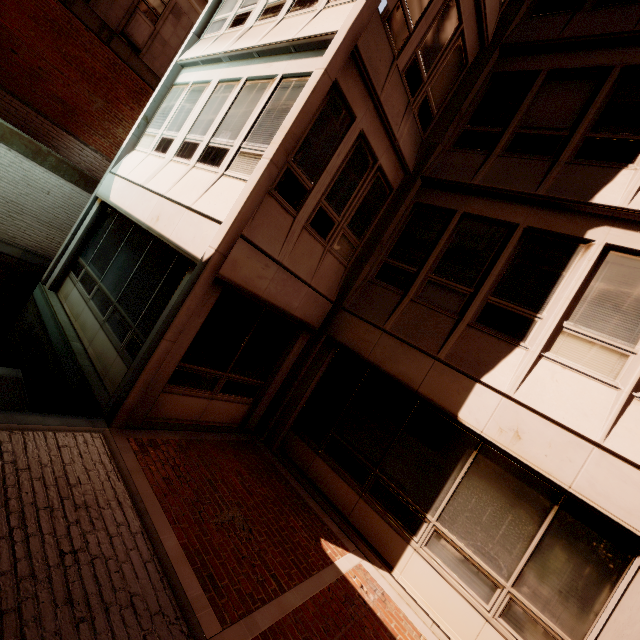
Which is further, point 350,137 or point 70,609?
point 350,137
